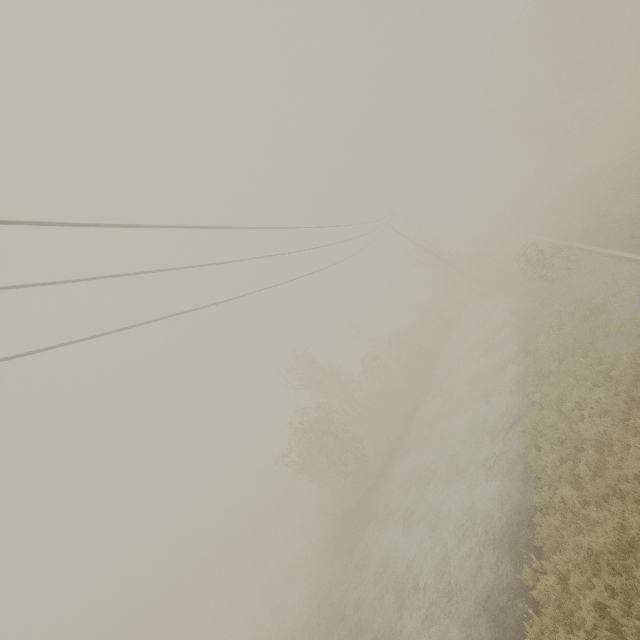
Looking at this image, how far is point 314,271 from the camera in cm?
1627
